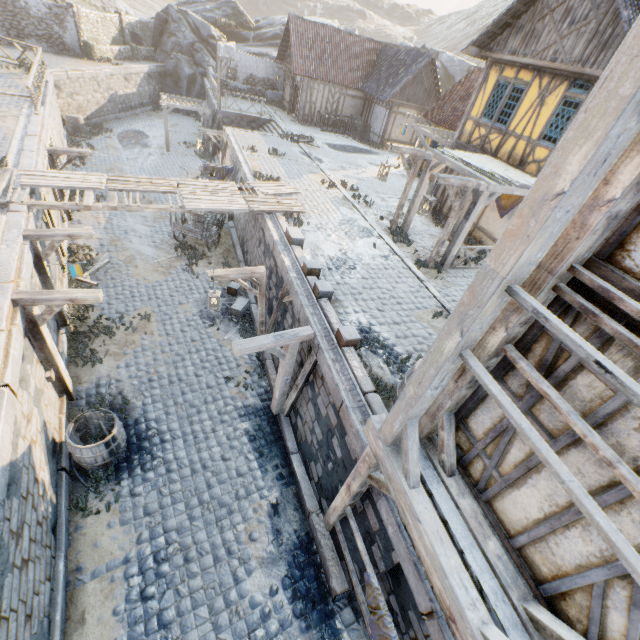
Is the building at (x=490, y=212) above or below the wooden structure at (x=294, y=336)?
above

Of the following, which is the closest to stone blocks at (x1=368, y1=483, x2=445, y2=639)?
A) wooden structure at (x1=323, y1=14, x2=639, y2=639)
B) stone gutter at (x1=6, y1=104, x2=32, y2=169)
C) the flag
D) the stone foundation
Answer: stone gutter at (x1=6, y1=104, x2=32, y2=169)

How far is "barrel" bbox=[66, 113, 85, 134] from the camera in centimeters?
2153cm

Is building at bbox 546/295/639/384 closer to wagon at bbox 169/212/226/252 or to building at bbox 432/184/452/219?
building at bbox 432/184/452/219

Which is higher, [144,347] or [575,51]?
[575,51]

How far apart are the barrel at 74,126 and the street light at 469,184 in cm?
2502

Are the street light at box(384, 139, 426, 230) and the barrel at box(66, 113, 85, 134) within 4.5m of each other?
no

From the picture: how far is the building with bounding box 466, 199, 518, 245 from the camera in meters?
12.2 m
